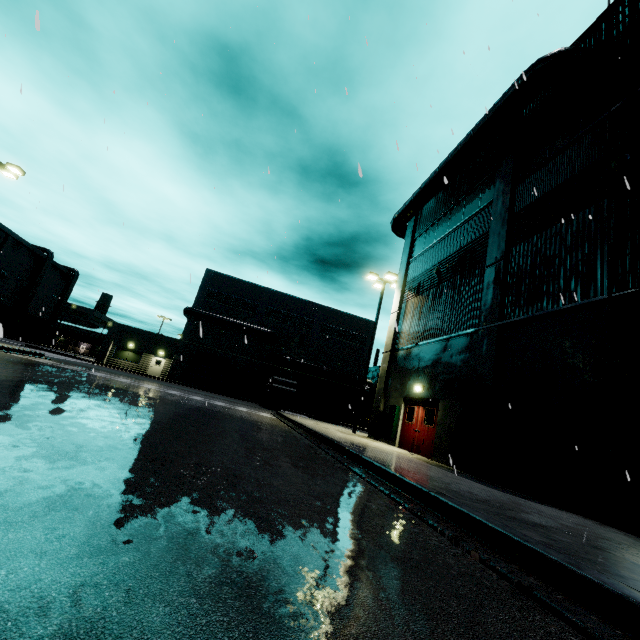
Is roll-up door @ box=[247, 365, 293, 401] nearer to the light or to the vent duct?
the vent duct

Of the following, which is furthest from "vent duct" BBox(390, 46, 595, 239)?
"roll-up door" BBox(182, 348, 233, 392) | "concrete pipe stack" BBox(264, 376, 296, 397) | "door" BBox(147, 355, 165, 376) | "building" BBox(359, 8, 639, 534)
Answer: "door" BBox(147, 355, 165, 376)

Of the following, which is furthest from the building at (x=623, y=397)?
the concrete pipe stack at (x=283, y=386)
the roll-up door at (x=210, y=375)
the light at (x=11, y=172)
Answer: the light at (x=11, y=172)

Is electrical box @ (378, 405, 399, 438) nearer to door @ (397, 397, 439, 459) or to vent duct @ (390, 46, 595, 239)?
door @ (397, 397, 439, 459)

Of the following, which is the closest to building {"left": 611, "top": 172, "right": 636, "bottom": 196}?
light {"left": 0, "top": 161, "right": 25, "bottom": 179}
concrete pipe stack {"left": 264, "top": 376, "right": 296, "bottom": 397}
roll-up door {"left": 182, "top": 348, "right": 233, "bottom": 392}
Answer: roll-up door {"left": 182, "top": 348, "right": 233, "bottom": 392}

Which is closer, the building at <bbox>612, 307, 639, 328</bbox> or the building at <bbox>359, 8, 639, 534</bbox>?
the building at <bbox>612, 307, 639, 328</bbox>

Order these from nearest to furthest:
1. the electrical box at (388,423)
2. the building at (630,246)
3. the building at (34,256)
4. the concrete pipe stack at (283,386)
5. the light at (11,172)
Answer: the building at (630,246) < the electrical box at (388,423) < the light at (11,172) < the concrete pipe stack at (283,386) < the building at (34,256)

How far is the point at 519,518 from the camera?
4.6 meters
